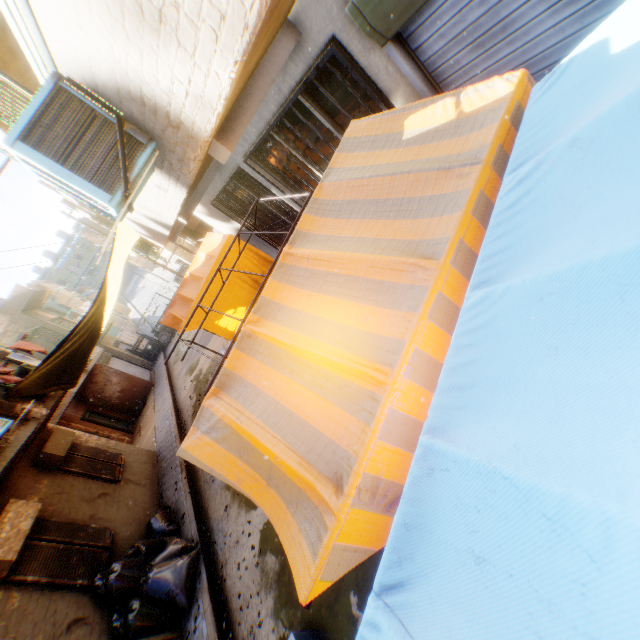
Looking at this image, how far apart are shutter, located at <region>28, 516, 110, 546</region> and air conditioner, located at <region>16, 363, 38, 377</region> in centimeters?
283cm

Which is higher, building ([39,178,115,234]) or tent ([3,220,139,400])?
building ([39,178,115,234])

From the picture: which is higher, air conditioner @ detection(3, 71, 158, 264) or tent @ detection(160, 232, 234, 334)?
air conditioner @ detection(3, 71, 158, 264)

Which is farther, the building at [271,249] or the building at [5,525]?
the building at [271,249]

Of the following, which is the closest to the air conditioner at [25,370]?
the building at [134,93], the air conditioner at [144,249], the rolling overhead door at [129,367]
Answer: the building at [134,93]

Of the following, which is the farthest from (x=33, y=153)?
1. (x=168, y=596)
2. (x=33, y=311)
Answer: (x=33, y=311)

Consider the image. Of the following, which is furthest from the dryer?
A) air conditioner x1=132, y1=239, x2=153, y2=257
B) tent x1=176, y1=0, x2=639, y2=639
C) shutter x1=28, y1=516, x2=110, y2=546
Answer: air conditioner x1=132, y1=239, x2=153, y2=257

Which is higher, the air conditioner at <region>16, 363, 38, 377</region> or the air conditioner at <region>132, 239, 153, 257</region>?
the air conditioner at <region>16, 363, 38, 377</region>
